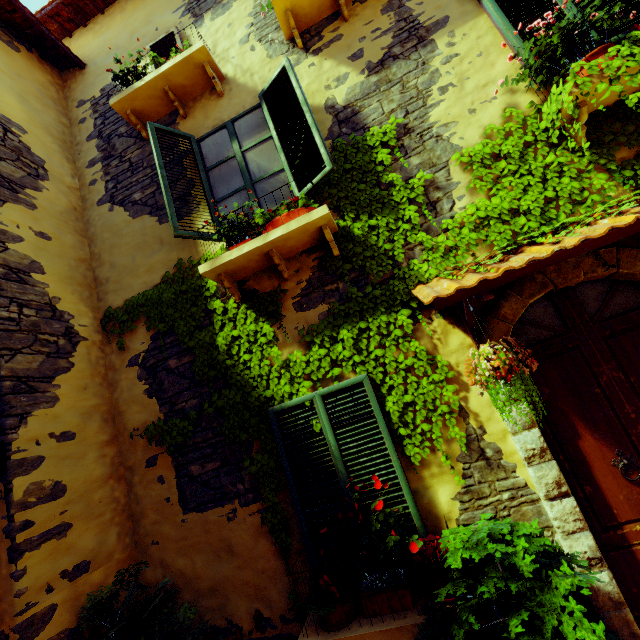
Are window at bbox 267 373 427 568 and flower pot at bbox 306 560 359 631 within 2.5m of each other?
yes

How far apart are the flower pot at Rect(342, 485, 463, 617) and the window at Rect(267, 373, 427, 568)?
0.3 meters

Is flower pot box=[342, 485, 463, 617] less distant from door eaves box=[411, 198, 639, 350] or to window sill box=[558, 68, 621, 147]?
door eaves box=[411, 198, 639, 350]

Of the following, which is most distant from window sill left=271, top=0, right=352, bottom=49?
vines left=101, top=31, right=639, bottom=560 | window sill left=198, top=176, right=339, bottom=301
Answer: window sill left=198, top=176, right=339, bottom=301

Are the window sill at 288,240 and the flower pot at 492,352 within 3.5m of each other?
yes

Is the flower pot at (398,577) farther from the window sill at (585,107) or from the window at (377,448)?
the window sill at (585,107)

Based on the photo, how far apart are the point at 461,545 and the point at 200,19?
7.2 meters

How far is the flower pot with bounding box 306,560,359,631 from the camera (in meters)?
2.59
